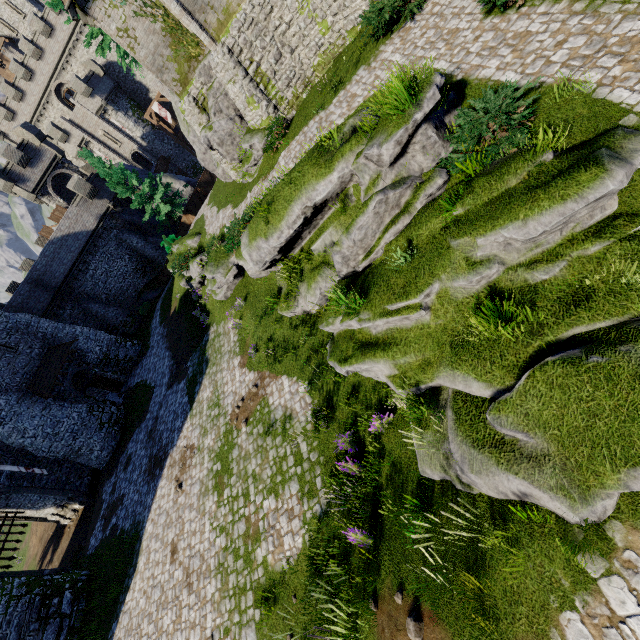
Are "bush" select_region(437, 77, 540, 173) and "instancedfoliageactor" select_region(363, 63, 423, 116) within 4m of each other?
yes

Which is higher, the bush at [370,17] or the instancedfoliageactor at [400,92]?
the instancedfoliageactor at [400,92]

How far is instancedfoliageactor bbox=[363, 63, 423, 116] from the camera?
7.05m

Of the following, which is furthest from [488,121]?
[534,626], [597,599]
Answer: [534,626]

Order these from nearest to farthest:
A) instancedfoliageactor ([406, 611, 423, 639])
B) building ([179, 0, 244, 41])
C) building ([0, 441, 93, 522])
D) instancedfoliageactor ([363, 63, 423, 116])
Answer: instancedfoliageactor ([406, 611, 423, 639]), instancedfoliageactor ([363, 63, 423, 116]), building ([179, 0, 244, 41]), building ([0, 441, 93, 522])

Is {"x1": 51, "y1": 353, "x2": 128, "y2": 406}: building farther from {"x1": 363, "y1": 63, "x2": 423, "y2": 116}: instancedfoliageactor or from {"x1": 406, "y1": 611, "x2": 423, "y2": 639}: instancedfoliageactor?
{"x1": 363, "y1": 63, "x2": 423, "y2": 116}: instancedfoliageactor

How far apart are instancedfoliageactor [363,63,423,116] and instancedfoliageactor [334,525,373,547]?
9.79m

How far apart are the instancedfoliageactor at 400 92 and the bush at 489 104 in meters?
1.2
